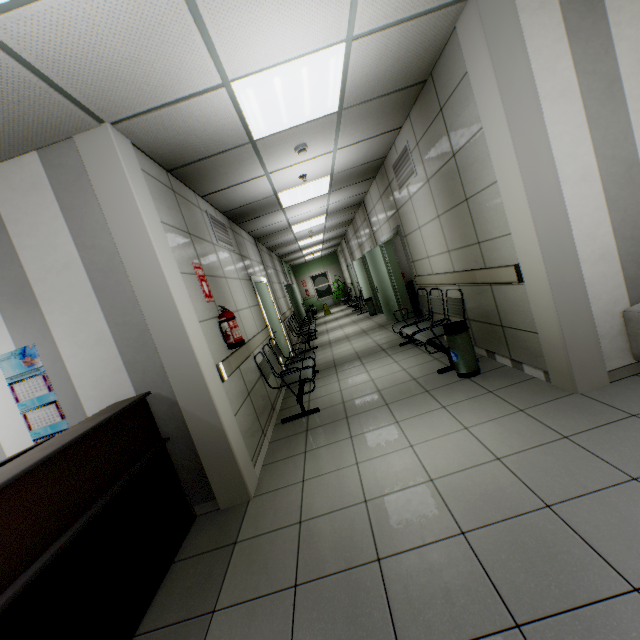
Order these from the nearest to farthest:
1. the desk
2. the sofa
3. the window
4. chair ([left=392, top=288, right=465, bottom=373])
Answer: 1. the desk
2. the sofa
3. chair ([left=392, top=288, right=465, bottom=373])
4. the window

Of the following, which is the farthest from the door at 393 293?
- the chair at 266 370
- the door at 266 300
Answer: the door at 266 300

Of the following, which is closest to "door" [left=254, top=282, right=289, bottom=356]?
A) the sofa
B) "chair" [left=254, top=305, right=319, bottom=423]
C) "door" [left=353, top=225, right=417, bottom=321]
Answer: "chair" [left=254, top=305, right=319, bottom=423]

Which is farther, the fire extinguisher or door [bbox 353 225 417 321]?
door [bbox 353 225 417 321]

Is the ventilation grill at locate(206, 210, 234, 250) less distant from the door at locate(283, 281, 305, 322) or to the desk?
the desk

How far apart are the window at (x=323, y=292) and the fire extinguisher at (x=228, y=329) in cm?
1718

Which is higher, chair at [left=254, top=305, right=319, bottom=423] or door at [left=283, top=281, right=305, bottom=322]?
door at [left=283, top=281, right=305, bottom=322]

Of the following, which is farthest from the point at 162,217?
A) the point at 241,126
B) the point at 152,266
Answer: the point at 241,126
